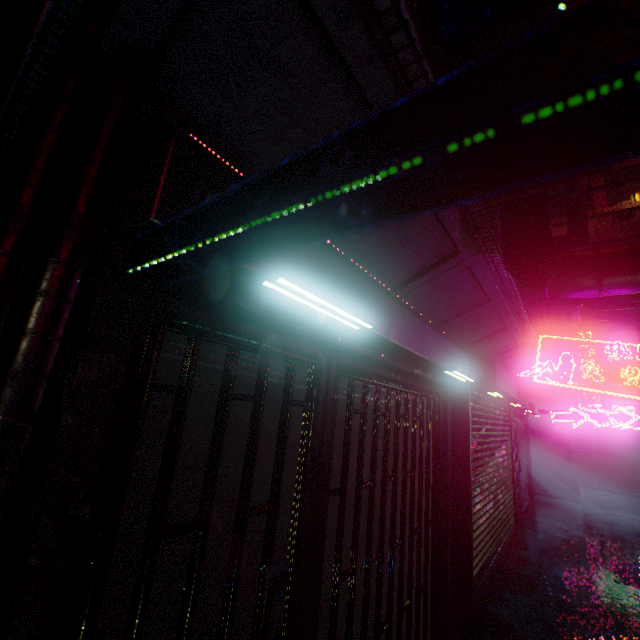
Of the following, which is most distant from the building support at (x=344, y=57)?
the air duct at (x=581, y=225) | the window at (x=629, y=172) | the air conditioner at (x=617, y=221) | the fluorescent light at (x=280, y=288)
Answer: the window at (x=629, y=172)

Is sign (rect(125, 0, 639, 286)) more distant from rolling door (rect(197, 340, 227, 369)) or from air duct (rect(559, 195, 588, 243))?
air duct (rect(559, 195, 588, 243))

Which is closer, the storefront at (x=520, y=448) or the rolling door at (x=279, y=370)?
the rolling door at (x=279, y=370)

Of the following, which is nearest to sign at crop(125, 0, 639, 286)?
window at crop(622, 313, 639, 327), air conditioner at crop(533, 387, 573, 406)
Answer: air conditioner at crop(533, 387, 573, 406)

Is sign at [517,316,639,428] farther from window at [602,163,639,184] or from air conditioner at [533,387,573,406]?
window at [602,163,639,184]

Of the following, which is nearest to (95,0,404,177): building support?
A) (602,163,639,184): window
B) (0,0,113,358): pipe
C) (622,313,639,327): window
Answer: (0,0,113,358): pipe

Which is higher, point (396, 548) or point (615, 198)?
point (615, 198)

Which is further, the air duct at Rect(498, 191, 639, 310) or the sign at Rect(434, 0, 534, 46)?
the air duct at Rect(498, 191, 639, 310)
